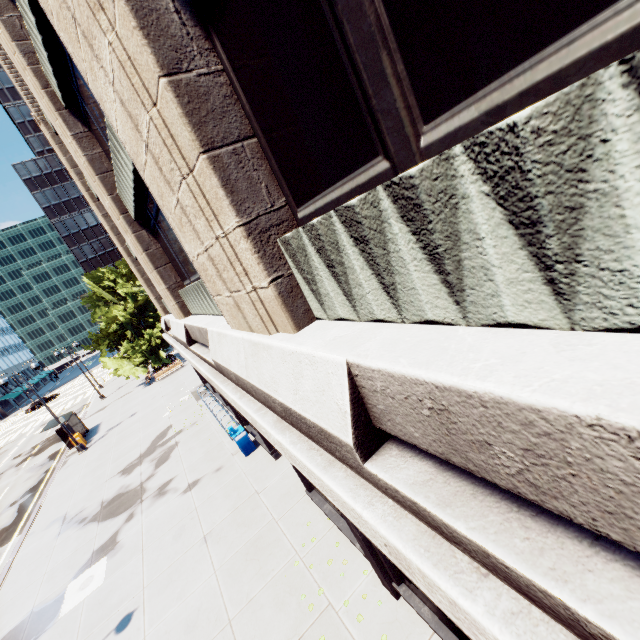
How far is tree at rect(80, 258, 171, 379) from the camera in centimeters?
3275cm

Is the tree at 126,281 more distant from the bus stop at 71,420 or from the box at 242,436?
the box at 242,436

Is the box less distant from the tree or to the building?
the building

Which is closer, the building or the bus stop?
the building

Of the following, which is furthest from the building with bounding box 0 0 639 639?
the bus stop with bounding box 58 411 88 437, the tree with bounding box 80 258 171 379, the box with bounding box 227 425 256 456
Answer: the bus stop with bounding box 58 411 88 437

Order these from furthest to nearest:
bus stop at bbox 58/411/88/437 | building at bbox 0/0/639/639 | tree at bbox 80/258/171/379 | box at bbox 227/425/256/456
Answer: tree at bbox 80/258/171/379, bus stop at bbox 58/411/88/437, box at bbox 227/425/256/456, building at bbox 0/0/639/639

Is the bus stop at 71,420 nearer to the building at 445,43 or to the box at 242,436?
the building at 445,43

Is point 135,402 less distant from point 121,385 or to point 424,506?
point 121,385
